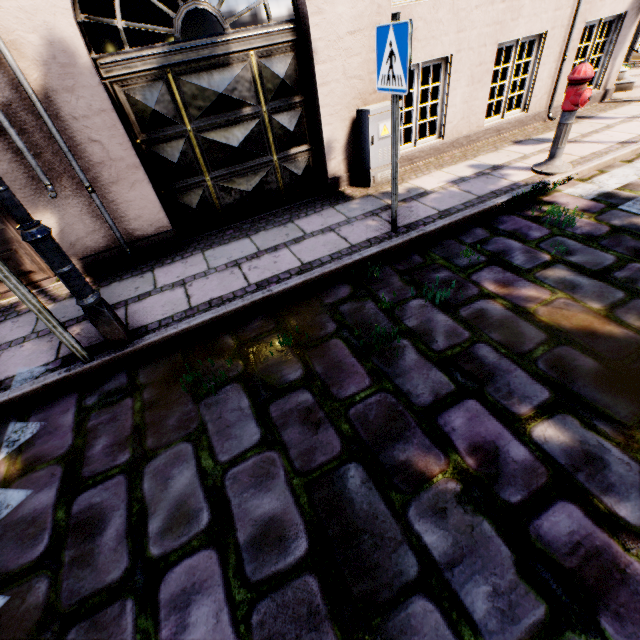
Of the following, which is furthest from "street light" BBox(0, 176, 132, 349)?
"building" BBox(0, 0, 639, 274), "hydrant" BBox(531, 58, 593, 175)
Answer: "building" BBox(0, 0, 639, 274)

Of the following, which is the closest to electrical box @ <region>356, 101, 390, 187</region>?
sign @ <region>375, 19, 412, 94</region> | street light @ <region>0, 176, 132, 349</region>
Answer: sign @ <region>375, 19, 412, 94</region>

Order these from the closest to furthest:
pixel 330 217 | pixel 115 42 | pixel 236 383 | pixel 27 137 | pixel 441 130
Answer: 1. pixel 236 383
2. pixel 27 137
3. pixel 330 217
4. pixel 441 130
5. pixel 115 42

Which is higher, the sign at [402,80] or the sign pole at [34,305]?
the sign at [402,80]

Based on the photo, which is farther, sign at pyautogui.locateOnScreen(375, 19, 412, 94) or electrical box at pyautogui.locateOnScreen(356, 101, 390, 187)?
electrical box at pyautogui.locateOnScreen(356, 101, 390, 187)

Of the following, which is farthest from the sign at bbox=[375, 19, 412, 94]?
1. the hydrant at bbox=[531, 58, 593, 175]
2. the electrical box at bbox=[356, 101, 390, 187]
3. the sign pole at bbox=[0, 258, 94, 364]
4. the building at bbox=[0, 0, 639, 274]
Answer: the building at bbox=[0, 0, 639, 274]

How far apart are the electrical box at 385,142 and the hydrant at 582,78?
1.9 meters

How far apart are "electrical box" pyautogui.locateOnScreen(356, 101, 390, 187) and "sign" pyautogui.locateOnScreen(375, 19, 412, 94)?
1.33m
